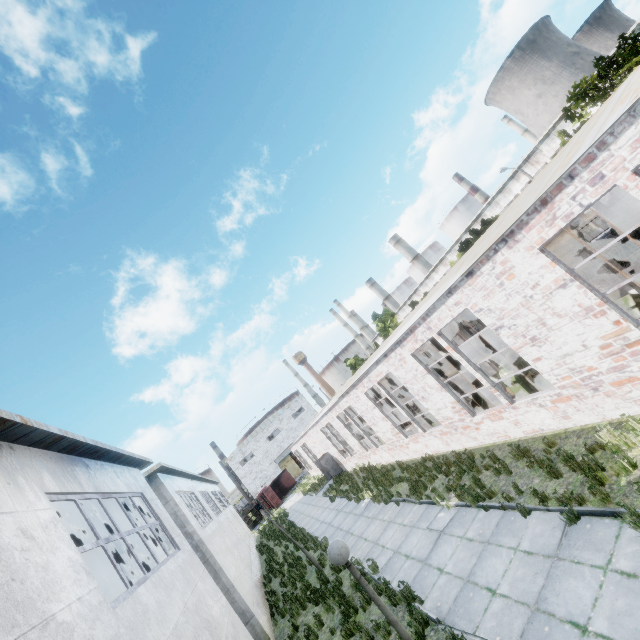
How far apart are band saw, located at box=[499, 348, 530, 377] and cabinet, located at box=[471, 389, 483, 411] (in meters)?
3.40

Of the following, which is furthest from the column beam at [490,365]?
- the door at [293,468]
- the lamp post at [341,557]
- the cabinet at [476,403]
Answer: the door at [293,468]

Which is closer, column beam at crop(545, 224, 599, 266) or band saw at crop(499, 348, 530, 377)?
column beam at crop(545, 224, 599, 266)

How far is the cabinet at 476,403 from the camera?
14.9m

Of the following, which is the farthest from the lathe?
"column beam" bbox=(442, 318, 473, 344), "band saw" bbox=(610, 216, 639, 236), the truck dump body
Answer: the truck dump body

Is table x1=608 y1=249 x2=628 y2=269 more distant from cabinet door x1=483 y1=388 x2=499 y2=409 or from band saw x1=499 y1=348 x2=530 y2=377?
band saw x1=499 y1=348 x2=530 y2=377

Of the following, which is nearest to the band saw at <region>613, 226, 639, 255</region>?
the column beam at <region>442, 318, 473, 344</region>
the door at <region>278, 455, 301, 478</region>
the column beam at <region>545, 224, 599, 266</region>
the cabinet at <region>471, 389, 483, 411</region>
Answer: the column beam at <region>545, 224, 599, 266</region>

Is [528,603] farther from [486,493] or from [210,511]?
[210,511]
